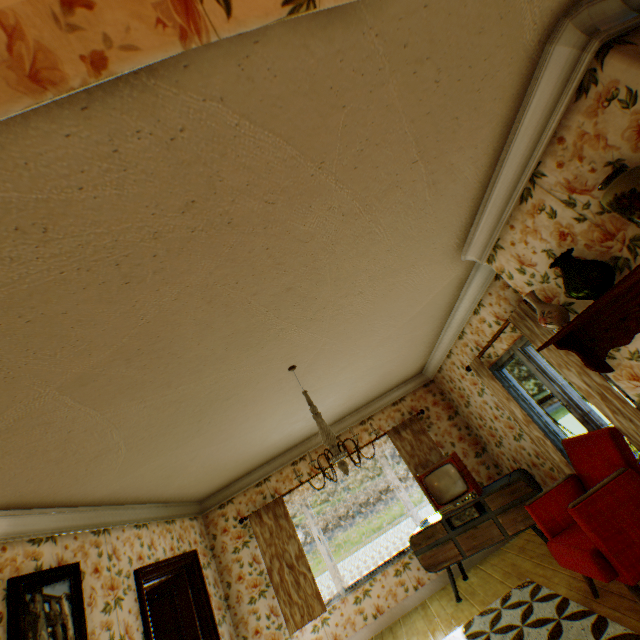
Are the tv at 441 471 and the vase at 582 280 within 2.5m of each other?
no

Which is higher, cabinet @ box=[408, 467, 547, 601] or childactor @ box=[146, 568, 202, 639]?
childactor @ box=[146, 568, 202, 639]

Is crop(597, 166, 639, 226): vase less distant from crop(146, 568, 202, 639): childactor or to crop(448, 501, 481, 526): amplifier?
crop(448, 501, 481, 526): amplifier

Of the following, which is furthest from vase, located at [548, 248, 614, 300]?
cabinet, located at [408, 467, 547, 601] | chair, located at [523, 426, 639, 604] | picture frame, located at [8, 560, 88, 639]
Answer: picture frame, located at [8, 560, 88, 639]

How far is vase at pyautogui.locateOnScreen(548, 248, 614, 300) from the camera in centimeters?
204cm

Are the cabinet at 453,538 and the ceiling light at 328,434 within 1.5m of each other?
no

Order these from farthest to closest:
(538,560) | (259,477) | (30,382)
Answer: (259,477) < (538,560) < (30,382)

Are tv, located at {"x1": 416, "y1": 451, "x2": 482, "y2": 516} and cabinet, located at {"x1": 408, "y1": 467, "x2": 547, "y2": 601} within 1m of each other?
yes
